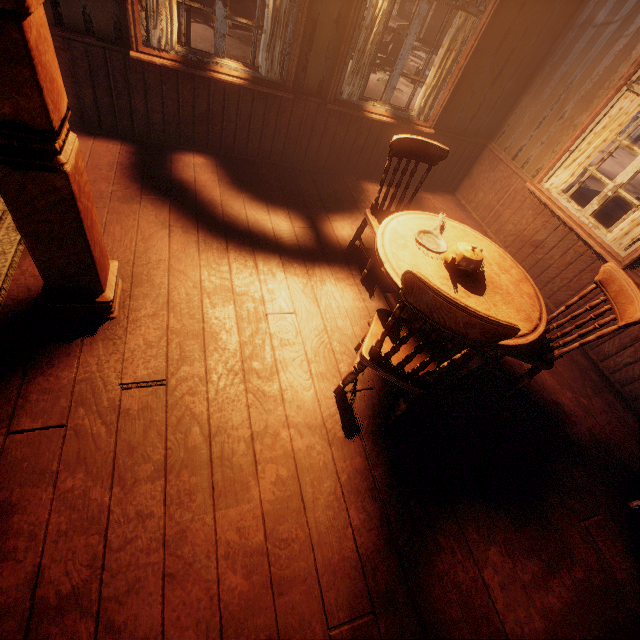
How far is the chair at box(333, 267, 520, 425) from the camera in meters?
1.5

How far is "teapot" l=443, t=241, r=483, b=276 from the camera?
2.23m

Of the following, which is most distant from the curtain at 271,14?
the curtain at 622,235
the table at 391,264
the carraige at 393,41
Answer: the carraige at 393,41

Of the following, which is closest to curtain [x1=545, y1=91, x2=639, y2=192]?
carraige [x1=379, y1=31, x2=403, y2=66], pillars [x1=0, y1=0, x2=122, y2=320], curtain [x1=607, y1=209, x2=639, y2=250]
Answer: curtain [x1=607, y1=209, x2=639, y2=250]

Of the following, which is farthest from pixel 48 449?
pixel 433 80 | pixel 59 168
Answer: pixel 433 80

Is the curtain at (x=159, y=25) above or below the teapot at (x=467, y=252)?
above

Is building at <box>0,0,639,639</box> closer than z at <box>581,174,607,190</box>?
Yes

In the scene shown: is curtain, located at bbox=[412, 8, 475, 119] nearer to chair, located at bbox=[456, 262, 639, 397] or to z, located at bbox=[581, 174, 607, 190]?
z, located at bbox=[581, 174, 607, 190]
